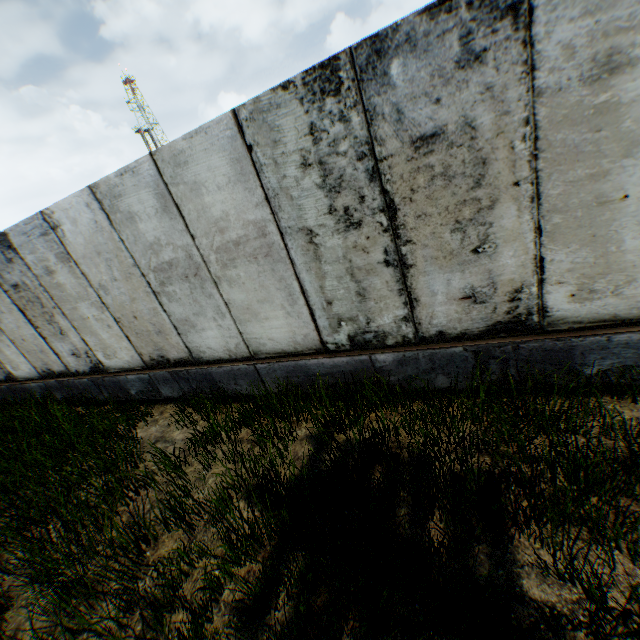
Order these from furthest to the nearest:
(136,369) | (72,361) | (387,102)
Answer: (72,361) < (136,369) < (387,102)
